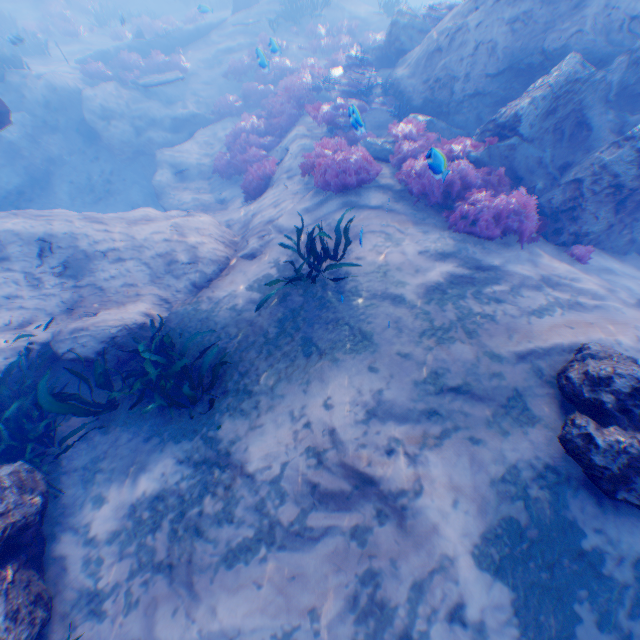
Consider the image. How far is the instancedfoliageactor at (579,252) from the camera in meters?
6.2 m

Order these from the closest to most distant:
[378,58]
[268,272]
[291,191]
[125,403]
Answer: [125,403] < [268,272] < [291,191] < [378,58]

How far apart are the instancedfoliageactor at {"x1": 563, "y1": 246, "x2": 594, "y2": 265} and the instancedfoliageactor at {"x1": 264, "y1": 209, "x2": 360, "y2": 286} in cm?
446

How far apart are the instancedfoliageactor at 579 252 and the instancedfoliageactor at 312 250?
4.46m

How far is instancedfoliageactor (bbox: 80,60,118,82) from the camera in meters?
14.6 m

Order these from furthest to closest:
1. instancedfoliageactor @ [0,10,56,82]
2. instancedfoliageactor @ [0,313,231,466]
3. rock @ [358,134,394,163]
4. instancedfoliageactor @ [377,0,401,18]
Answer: instancedfoliageactor @ [377,0,401,18] → instancedfoliageactor @ [0,10,56,82] → rock @ [358,134,394,163] → instancedfoliageactor @ [0,313,231,466]

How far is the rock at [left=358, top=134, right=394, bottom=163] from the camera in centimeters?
858cm

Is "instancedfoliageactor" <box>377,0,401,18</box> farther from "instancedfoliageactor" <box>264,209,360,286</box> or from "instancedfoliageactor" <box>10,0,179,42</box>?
"instancedfoliageactor" <box>264,209,360,286</box>
